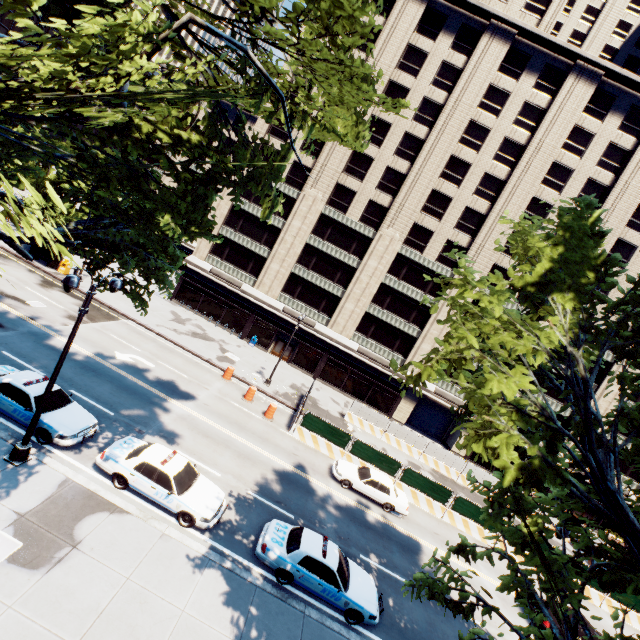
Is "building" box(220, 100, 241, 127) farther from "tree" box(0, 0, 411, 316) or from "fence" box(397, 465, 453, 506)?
"tree" box(0, 0, 411, 316)

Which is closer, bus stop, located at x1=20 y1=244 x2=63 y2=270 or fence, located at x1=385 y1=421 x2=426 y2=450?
bus stop, located at x1=20 y1=244 x2=63 y2=270

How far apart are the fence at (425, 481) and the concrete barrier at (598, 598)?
0.0 meters

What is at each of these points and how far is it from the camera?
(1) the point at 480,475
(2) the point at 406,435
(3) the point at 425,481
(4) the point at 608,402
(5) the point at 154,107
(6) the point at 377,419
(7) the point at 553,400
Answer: (1) fence, 30.30m
(2) fence, 30.66m
(3) fence, 22.70m
(4) building, 35.66m
(5) tree, 5.88m
(6) fence, 30.80m
(7) building, 36.59m

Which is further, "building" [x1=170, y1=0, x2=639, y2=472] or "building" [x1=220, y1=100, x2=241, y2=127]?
"building" [x1=220, y1=100, x2=241, y2=127]

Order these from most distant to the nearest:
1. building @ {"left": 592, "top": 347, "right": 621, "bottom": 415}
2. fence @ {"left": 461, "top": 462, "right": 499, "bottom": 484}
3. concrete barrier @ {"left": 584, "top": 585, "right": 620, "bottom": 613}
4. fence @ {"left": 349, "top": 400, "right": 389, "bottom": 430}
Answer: building @ {"left": 592, "top": 347, "right": 621, "bottom": 415}
fence @ {"left": 349, "top": 400, "right": 389, "bottom": 430}
fence @ {"left": 461, "top": 462, "right": 499, "bottom": 484}
concrete barrier @ {"left": 584, "top": 585, "right": 620, "bottom": 613}

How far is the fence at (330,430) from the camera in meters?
23.0 m

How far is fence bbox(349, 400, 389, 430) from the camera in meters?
30.8
